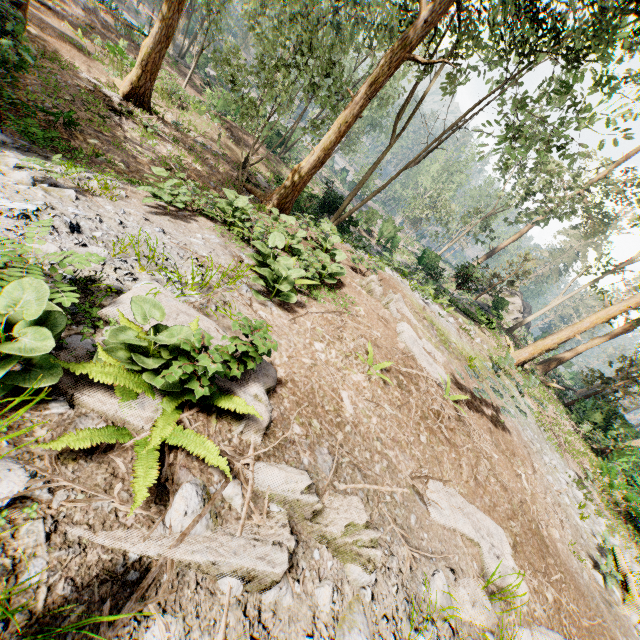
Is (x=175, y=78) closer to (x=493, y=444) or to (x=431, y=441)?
(x=431, y=441)

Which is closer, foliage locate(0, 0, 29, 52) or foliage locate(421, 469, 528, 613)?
foliage locate(421, 469, 528, 613)

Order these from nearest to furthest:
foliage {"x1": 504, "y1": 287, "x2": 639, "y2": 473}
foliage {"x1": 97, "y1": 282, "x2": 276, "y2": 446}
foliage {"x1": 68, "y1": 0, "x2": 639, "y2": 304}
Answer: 1. foliage {"x1": 97, "y1": 282, "x2": 276, "y2": 446}
2. foliage {"x1": 68, "y1": 0, "x2": 639, "y2": 304}
3. foliage {"x1": 504, "y1": 287, "x2": 639, "y2": 473}

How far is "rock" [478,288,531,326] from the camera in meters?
31.1

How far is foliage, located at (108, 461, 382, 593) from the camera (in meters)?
2.27

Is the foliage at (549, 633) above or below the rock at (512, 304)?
below

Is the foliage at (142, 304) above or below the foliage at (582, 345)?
below
